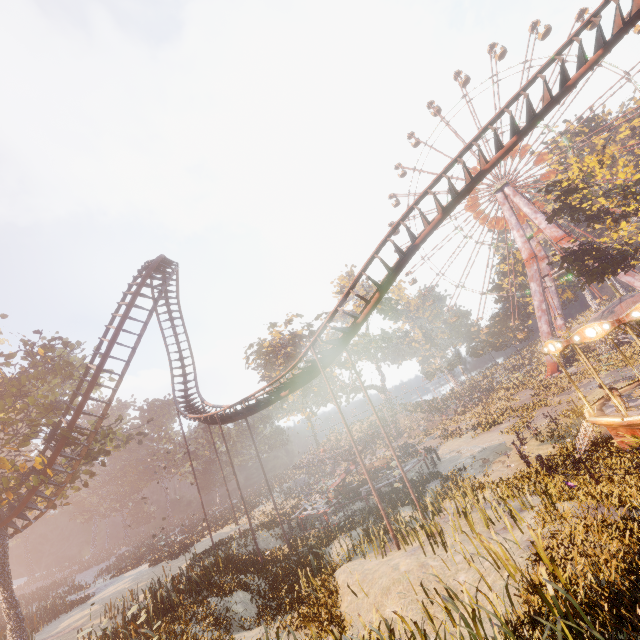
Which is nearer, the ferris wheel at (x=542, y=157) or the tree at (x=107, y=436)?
the tree at (x=107, y=436)

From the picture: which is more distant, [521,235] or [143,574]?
[521,235]

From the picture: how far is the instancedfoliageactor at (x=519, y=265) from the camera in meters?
56.8 m

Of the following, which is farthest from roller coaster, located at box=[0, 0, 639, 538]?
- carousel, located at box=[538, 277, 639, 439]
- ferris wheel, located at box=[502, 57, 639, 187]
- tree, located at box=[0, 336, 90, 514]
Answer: ferris wheel, located at box=[502, 57, 639, 187]

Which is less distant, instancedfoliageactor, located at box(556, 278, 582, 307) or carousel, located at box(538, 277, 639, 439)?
carousel, located at box(538, 277, 639, 439)

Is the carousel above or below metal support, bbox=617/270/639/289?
below

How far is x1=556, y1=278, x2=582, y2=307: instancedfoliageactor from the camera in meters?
52.6 m

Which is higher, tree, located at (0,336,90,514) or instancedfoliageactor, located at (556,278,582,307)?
tree, located at (0,336,90,514)
